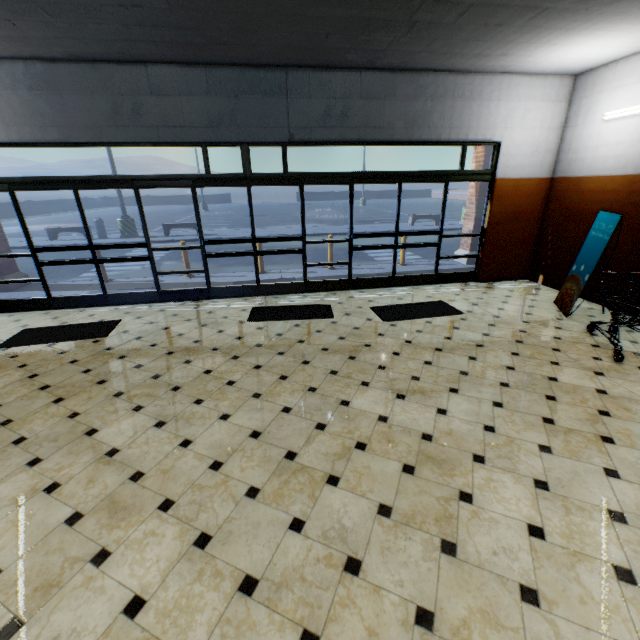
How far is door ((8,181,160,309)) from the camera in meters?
5.6 m

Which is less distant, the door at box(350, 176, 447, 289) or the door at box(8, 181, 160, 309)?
the door at box(8, 181, 160, 309)

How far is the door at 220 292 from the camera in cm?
600

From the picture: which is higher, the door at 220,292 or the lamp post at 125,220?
the lamp post at 125,220

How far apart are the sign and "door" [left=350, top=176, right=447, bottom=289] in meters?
2.2 m

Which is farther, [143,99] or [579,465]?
[143,99]

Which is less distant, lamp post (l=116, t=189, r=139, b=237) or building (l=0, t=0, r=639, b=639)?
building (l=0, t=0, r=639, b=639)

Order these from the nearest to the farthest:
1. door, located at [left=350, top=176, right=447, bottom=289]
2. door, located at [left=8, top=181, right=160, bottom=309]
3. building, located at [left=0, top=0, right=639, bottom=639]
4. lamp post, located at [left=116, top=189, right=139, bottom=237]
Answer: building, located at [left=0, top=0, right=639, bottom=639] → door, located at [left=8, top=181, right=160, bottom=309] → door, located at [left=350, top=176, right=447, bottom=289] → lamp post, located at [left=116, top=189, right=139, bottom=237]
